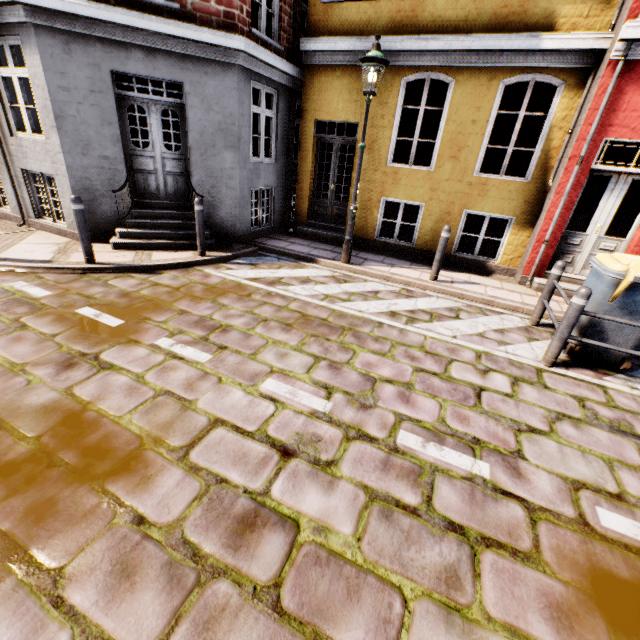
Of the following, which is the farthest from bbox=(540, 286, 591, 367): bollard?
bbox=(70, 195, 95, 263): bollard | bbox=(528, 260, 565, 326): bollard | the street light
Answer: bbox=(70, 195, 95, 263): bollard

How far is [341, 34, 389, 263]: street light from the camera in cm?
545

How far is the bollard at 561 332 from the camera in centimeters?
385cm

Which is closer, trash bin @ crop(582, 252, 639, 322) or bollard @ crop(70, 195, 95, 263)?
trash bin @ crop(582, 252, 639, 322)

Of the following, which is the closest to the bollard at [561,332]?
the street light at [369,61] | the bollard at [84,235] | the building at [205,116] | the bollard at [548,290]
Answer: the bollard at [548,290]

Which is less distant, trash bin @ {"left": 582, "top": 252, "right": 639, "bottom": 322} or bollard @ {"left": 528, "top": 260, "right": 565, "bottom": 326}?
trash bin @ {"left": 582, "top": 252, "right": 639, "bottom": 322}

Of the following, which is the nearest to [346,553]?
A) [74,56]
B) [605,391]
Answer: [605,391]

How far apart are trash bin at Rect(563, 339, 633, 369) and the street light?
4.0 meters
